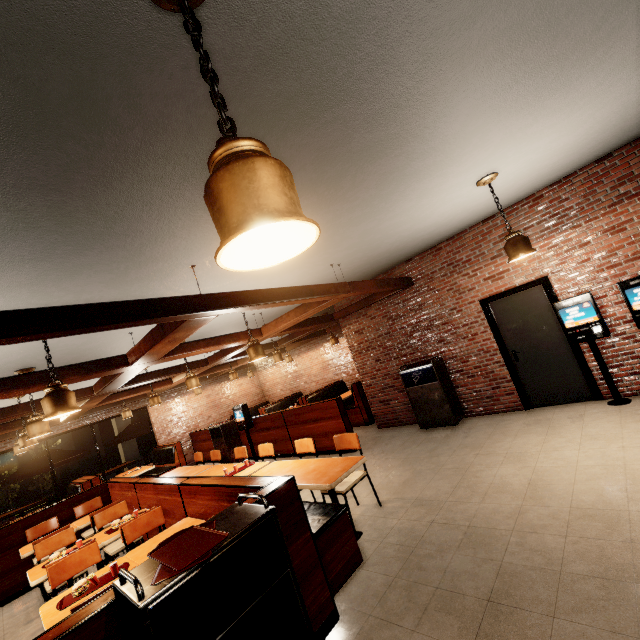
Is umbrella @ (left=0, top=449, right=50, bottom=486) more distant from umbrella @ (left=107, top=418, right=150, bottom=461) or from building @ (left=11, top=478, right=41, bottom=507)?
umbrella @ (left=107, top=418, right=150, bottom=461)

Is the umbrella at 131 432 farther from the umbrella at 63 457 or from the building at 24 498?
the umbrella at 63 457

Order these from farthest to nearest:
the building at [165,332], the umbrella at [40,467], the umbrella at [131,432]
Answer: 1. the umbrella at [131,432]
2. the umbrella at [40,467]
3. the building at [165,332]

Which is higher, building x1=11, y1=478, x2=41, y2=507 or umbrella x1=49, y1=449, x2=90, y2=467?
umbrella x1=49, y1=449, x2=90, y2=467

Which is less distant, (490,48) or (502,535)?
(490,48)

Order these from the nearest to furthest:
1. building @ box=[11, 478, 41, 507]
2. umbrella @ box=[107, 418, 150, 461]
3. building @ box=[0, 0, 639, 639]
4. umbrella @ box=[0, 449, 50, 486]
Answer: building @ box=[0, 0, 639, 639] < umbrella @ box=[0, 449, 50, 486] < umbrella @ box=[107, 418, 150, 461] < building @ box=[11, 478, 41, 507]

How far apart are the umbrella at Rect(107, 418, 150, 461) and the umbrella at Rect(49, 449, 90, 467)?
1.1 meters

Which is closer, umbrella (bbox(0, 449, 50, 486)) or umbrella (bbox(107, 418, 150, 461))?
umbrella (bbox(0, 449, 50, 486))
